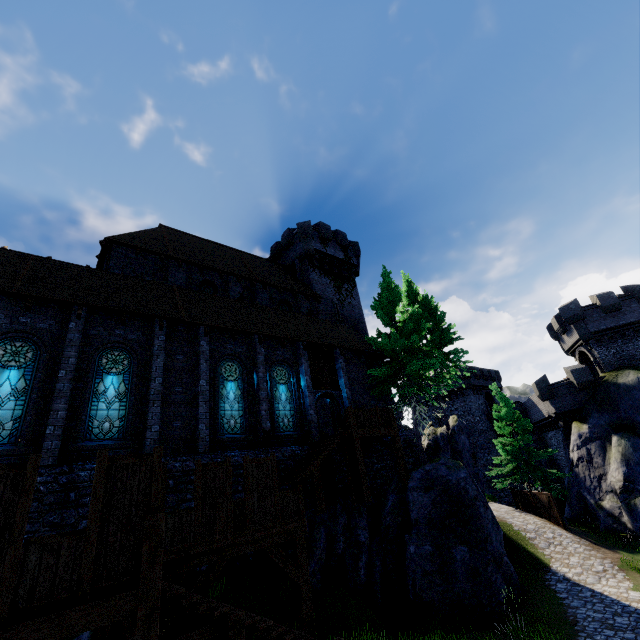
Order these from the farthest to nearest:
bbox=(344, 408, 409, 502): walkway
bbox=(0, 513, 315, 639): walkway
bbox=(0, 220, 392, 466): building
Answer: bbox=(344, 408, 409, 502): walkway, bbox=(0, 220, 392, 466): building, bbox=(0, 513, 315, 639): walkway

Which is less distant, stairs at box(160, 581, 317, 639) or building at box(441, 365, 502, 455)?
stairs at box(160, 581, 317, 639)

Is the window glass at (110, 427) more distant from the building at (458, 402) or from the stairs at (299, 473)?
the building at (458, 402)

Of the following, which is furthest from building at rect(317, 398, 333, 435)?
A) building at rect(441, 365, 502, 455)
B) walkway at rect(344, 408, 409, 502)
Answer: building at rect(441, 365, 502, 455)

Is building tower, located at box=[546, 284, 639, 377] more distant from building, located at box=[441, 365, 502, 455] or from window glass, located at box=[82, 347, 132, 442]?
window glass, located at box=[82, 347, 132, 442]

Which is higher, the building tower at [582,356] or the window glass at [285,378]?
the building tower at [582,356]

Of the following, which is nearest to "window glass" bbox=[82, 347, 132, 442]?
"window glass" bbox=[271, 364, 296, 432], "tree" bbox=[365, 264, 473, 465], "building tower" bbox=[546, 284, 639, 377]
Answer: "window glass" bbox=[271, 364, 296, 432]

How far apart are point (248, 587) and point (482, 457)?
38.85m
